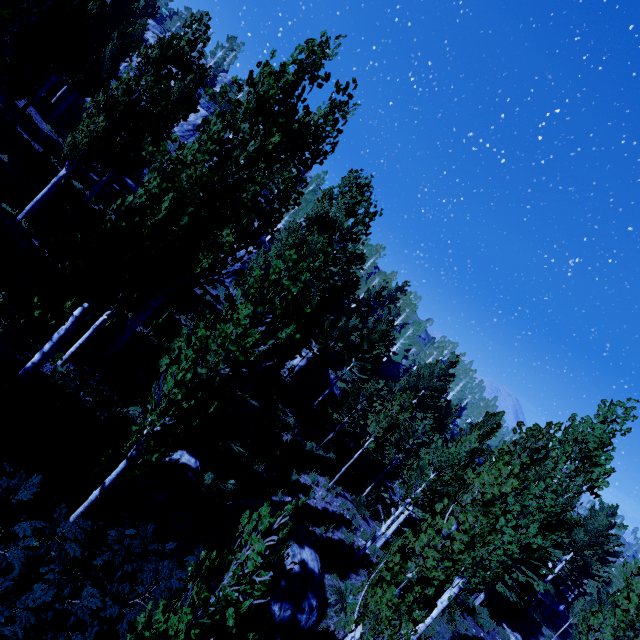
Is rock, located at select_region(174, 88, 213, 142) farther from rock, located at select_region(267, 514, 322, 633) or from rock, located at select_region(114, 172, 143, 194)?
rock, located at select_region(267, 514, 322, 633)

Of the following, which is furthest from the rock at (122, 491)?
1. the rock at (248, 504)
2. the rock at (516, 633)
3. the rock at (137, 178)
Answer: the rock at (137, 178)

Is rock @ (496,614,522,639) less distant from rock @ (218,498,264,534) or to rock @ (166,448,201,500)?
rock @ (218,498,264,534)

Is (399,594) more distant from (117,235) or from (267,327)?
(117,235)

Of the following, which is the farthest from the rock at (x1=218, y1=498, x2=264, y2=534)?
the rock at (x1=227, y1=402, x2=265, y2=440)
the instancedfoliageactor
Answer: the rock at (x1=227, y1=402, x2=265, y2=440)

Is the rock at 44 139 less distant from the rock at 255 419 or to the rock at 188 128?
the rock at 188 128

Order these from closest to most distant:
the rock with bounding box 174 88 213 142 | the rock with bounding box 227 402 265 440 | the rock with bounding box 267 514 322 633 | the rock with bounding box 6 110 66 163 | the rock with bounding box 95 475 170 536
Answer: the rock with bounding box 95 475 170 536, the rock with bounding box 267 514 322 633, the rock with bounding box 227 402 265 440, the rock with bounding box 6 110 66 163, the rock with bounding box 174 88 213 142

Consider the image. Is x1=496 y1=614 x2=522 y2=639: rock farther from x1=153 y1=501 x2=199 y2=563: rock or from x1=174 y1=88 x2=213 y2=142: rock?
x1=153 y1=501 x2=199 y2=563: rock
